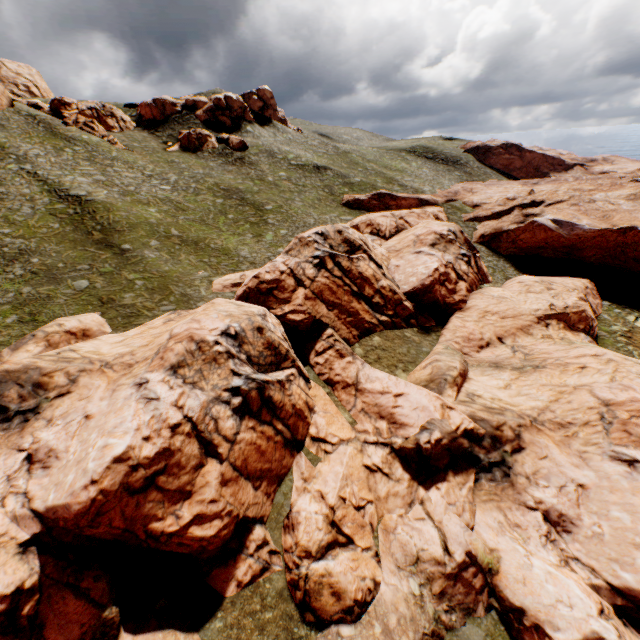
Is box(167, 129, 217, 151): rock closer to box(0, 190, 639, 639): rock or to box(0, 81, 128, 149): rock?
box(0, 81, 128, 149): rock

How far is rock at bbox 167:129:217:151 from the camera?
59.1m

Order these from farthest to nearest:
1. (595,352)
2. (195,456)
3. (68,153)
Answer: (68,153)
(595,352)
(195,456)

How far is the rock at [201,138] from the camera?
59.1 meters

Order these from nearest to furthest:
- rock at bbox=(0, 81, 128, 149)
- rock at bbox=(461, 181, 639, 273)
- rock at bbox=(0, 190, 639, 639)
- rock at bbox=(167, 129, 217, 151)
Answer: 1. rock at bbox=(0, 190, 639, 639)
2. rock at bbox=(461, 181, 639, 273)
3. rock at bbox=(0, 81, 128, 149)
4. rock at bbox=(167, 129, 217, 151)

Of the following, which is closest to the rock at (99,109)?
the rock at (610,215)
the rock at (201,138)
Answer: the rock at (201,138)

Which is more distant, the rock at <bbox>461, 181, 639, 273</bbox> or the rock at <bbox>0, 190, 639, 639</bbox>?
the rock at <bbox>461, 181, 639, 273</bbox>

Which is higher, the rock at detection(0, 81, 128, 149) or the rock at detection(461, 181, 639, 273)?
the rock at detection(0, 81, 128, 149)
